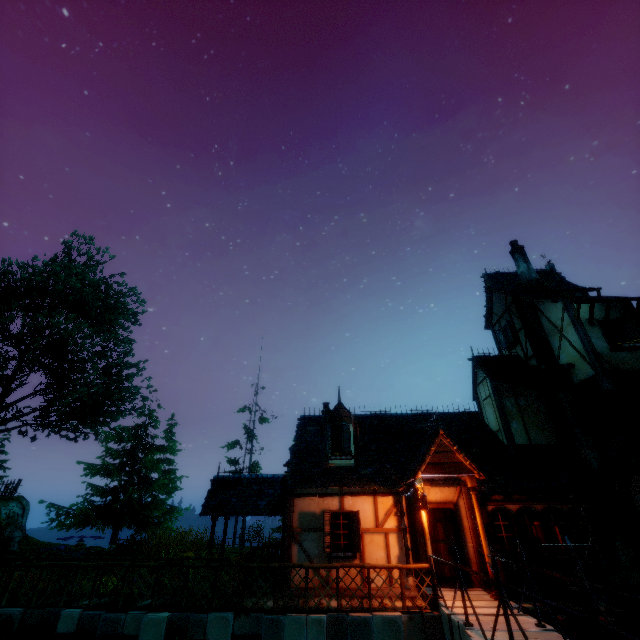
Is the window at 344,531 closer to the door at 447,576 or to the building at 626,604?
the building at 626,604

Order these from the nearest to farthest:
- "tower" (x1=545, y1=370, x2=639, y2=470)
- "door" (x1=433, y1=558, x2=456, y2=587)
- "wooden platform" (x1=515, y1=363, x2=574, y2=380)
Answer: "door" (x1=433, y1=558, x2=456, y2=587) < "tower" (x1=545, y1=370, x2=639, y2=470) < "wooden platform" (x1=515, y1=363, x2=574, y2=380)

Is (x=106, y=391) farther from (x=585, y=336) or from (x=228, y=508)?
(x=585, y=336)

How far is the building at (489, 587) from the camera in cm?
854

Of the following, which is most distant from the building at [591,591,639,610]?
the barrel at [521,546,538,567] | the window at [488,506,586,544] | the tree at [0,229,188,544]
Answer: the tree at [0,229,188,544]

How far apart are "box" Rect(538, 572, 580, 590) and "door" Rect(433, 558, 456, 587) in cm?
218

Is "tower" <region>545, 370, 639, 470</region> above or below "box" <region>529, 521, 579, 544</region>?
above

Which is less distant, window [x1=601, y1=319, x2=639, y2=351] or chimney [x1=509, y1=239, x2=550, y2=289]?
window [x1=601, y1=319, x2=639, y2=351]
